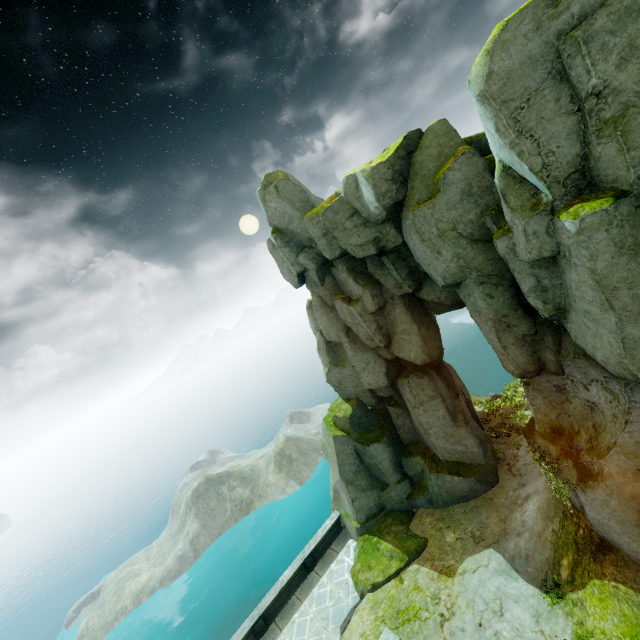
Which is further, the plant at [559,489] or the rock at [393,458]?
the plant at [559,489]

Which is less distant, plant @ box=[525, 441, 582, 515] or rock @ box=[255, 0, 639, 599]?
rock @ box=[255, 0, 639, 599]

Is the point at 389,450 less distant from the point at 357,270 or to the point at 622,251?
the point at 357,270

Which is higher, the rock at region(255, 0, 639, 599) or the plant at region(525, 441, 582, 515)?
the plant at region(525, 441, 582, 515)

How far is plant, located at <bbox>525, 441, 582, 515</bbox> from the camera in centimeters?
1027cm

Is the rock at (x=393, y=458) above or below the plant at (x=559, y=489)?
below
